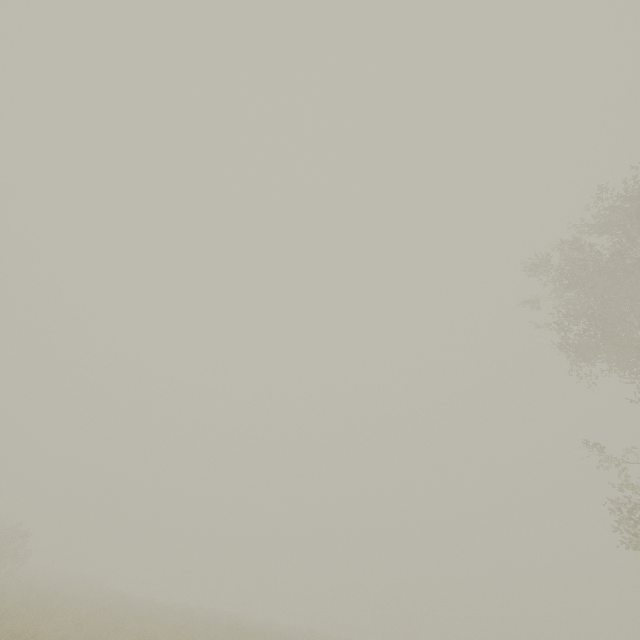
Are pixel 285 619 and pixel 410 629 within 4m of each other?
no
